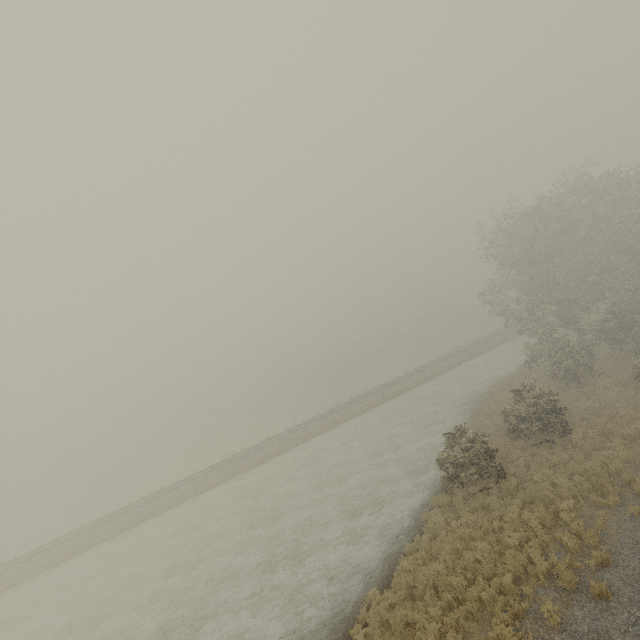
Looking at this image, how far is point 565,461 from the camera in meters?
15.8
